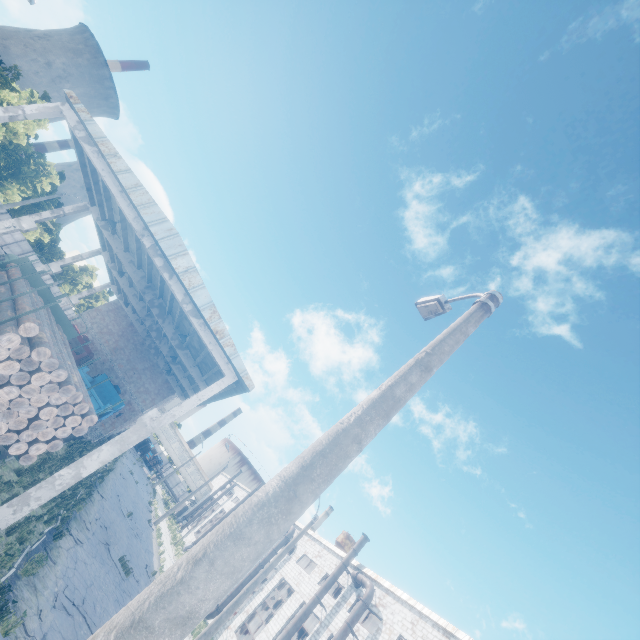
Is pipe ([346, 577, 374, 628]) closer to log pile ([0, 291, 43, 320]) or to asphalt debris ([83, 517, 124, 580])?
asphalt debris ([83, 517, 124, 580])

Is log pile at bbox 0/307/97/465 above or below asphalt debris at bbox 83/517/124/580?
above

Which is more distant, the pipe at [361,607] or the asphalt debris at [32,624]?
the pipe at [361,607]

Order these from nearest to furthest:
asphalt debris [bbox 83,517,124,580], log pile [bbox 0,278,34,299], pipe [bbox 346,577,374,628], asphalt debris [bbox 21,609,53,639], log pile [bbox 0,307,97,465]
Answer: log pile [bbox 0,307,97,465] → asphalt debris [bbox 21,609,53,639] → log pile [bbox 0,278,34,299] → asphalt debris [bbox 83,517,124,580] → pipe [bbox 346,577,374,628]

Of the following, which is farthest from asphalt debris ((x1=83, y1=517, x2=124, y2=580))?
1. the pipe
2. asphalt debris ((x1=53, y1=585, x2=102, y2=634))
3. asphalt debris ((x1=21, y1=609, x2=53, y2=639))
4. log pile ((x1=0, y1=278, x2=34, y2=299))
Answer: the pipe

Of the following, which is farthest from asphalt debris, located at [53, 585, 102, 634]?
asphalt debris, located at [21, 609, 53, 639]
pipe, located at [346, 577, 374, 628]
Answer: pipe, located at [346, 577, 374, 628]

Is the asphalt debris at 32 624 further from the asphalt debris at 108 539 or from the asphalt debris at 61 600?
the asphalt debris at 108 539

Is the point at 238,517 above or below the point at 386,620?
below
